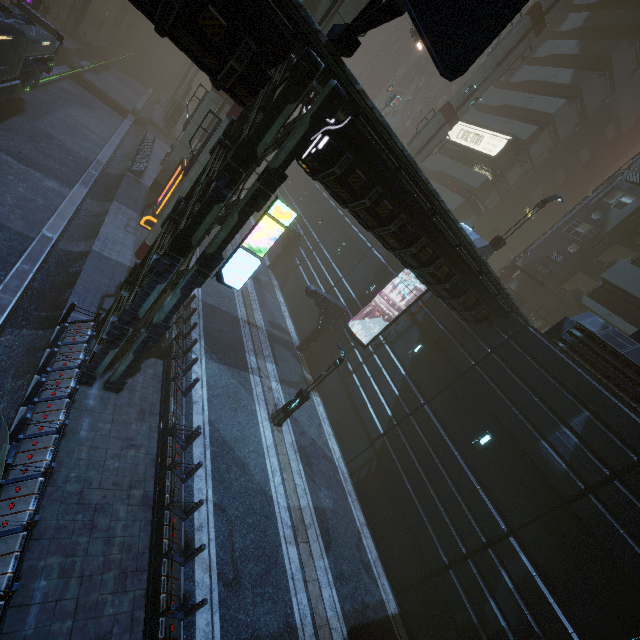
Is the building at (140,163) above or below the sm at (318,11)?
below

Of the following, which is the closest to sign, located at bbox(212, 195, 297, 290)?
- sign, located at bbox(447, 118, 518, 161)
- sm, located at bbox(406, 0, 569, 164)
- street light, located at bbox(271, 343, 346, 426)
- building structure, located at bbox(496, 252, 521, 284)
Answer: street light, located at bbox(271, 343, 346, 426)

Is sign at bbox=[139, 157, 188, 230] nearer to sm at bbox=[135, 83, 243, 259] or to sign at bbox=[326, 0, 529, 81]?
sm at bbox=[135, 83, 243, 259]

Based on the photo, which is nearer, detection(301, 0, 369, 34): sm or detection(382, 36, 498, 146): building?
detection(301, 0, 369, 34): sm

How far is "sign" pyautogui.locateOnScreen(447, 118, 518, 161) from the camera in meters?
32.9 m

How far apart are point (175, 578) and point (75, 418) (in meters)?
5.61

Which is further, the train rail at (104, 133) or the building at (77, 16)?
the building at (77, 16)

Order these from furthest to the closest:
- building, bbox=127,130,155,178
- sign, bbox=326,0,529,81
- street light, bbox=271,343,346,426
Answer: building, bbox=127,130,155,178 → street light, bbox=271,343,346,426 → sign, bbox=326,0,529,81
